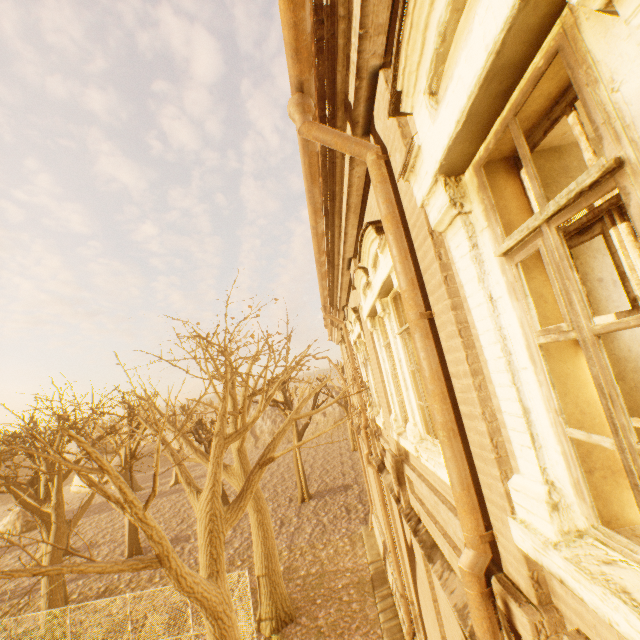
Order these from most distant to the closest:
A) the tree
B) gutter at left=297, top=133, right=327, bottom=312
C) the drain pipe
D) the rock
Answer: the rock → the tree → gutter at left=297, top=133, right=327, bottom=312 → the drain pipe

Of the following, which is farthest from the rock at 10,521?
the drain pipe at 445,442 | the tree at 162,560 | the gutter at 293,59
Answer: the drain pipe at 445,442

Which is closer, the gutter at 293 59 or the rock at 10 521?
the gutter at 293 59

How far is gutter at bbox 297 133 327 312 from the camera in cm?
372

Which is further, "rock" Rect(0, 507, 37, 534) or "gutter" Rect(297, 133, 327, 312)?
"rock" Rect(0, 507, 37, 534)

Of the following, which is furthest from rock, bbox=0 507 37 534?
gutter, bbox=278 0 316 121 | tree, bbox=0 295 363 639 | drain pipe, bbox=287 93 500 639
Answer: drain pipe, bbox=287 93 500 639

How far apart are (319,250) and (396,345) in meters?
2.8 m
